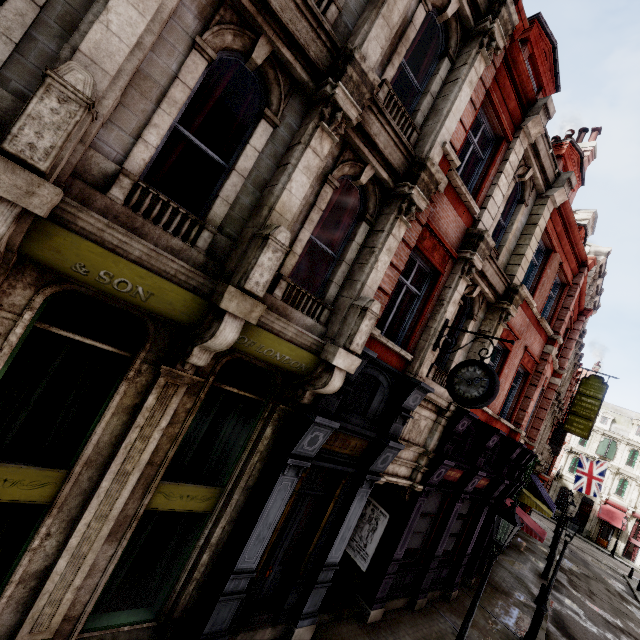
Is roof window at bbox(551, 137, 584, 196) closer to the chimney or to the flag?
the chimney

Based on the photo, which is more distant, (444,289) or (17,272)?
(444,289)

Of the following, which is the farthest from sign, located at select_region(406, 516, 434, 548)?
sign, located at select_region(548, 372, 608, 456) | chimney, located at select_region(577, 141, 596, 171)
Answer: sign, located at select_region(548, 372, 608, 456)

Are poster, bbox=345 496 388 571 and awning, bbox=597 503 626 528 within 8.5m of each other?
no

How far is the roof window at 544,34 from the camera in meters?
9.2

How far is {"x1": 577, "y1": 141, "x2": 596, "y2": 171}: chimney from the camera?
14.8 meters

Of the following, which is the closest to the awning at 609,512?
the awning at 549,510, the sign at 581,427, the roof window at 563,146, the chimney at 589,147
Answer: the awning at 549,510

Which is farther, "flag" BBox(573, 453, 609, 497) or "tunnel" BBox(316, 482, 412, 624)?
"flag" BBox(573, 453, 609, 497)
